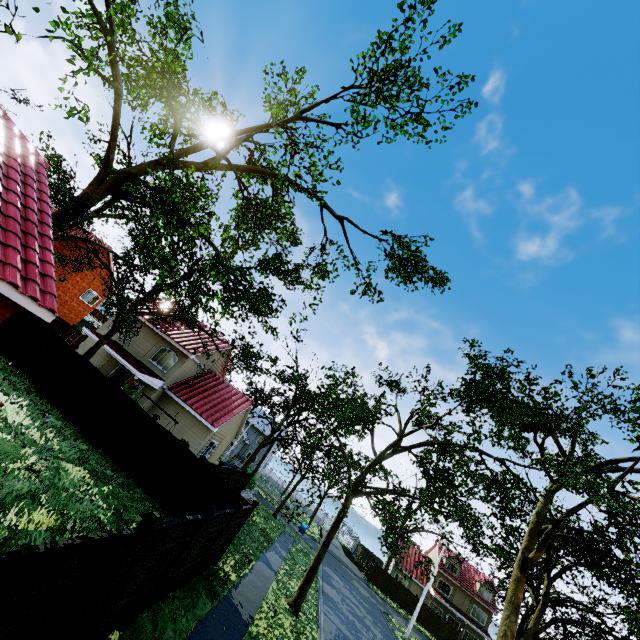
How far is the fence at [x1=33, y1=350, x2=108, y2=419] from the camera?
15.06m

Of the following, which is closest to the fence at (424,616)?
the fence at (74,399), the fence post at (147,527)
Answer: the fence post at (147,527)

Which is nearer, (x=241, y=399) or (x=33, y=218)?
(x=33, y=218)

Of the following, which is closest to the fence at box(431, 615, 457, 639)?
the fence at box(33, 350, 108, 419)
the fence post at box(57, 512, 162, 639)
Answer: the fence post at box(57, 512, 162, 639)

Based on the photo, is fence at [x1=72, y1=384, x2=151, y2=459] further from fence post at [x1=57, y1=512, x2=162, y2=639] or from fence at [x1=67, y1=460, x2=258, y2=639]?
fence post at [x1=57, y1=512, x2=162, y2=639]

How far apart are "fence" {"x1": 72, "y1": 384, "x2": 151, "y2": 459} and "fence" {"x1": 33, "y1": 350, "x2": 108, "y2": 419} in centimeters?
13cm

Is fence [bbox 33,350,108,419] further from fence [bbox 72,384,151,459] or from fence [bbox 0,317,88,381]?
fence [bbox 0,317,88,381]
